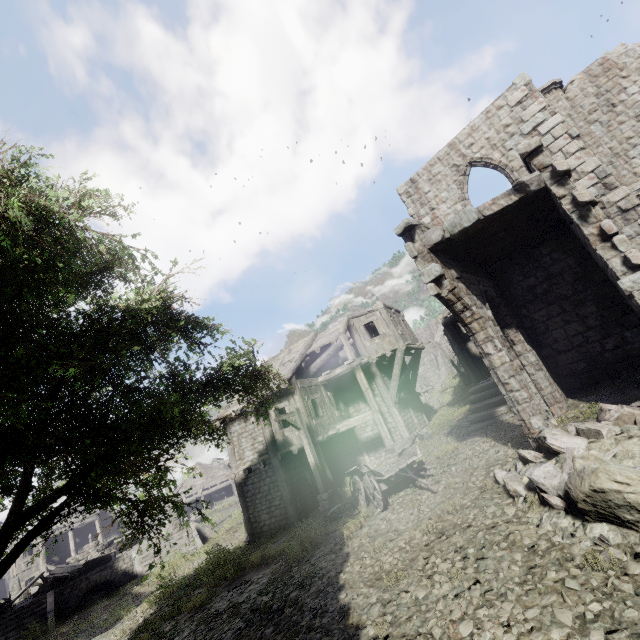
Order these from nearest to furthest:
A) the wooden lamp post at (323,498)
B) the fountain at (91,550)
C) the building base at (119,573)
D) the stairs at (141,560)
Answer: the wooden lamp post at (323,498) → the building base at (119,573) → the stairs at (141,560) → the fountain at (91,550)

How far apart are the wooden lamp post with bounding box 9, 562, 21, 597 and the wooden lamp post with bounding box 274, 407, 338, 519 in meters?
28.9

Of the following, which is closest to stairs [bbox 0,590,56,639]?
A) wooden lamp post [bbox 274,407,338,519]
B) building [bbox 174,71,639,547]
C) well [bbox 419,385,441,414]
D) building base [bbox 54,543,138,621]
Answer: building base [bbox 54,543,138,621]

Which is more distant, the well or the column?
the well

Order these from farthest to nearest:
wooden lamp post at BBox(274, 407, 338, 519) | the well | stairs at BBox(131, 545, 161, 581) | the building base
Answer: the well, stairs at BBox(131, 545, 161, 581), the building base, wooden lamp post at BBox(274, 407, 338, 519)

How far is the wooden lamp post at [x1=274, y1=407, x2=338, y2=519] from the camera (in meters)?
12.84

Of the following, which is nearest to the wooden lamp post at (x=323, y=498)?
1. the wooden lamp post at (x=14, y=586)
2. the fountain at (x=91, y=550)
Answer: the fountain at (x=91, y=550)

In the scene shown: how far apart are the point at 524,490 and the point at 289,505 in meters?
11.2 m
